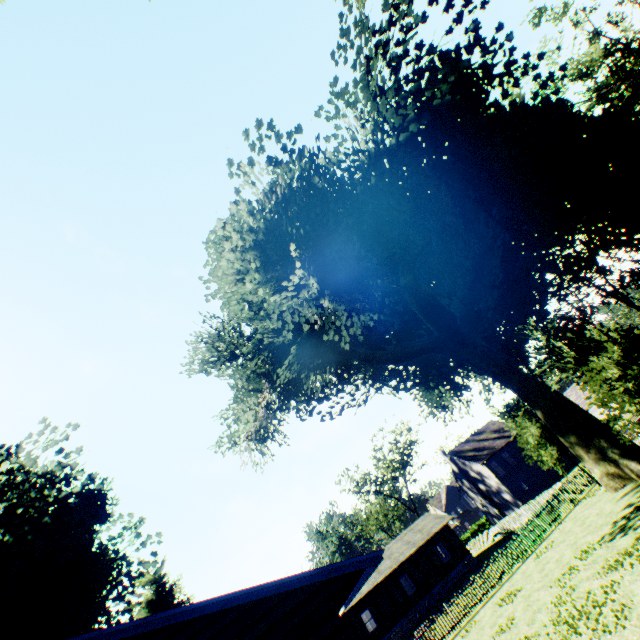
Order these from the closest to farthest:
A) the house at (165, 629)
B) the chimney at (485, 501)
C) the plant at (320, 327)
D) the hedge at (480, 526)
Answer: the house at (165, 629), the plant at (320, 327), the chimney at (485, 501), the hedge at (480, 526)

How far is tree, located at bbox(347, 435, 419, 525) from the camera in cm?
5381

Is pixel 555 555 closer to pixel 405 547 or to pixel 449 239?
pixel 449 239

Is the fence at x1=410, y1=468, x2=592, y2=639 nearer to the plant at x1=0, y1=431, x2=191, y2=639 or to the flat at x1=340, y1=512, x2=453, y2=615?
the plant at x1=0, y1=431, x2=191, y2=639

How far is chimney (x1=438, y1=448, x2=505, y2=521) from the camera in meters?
46.3

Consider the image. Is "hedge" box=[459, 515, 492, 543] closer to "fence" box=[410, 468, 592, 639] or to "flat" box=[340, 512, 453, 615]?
"fence" box=[410, 468, 592, 639]

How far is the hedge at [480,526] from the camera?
55.7 meters

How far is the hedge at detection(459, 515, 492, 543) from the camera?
55.69m
